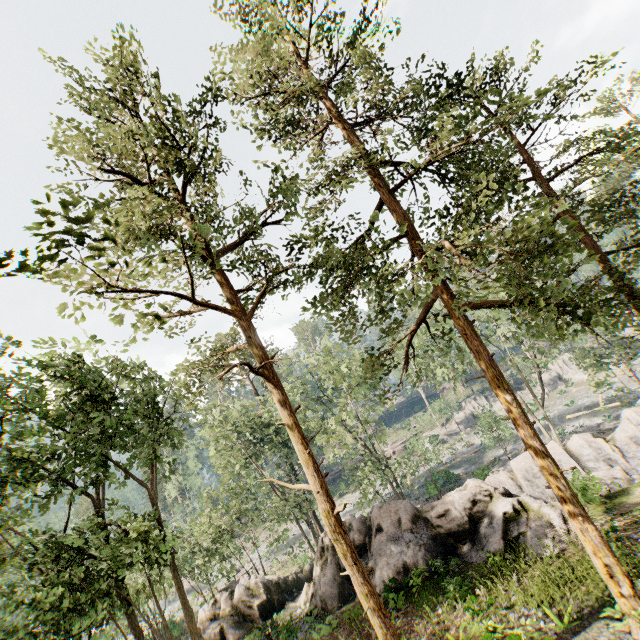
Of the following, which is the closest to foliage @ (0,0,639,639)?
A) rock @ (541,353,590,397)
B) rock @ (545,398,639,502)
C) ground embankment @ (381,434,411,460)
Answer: ground embankment @ (381,434,411,460)

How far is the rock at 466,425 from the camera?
53.3 meters

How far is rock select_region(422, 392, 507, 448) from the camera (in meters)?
53.28

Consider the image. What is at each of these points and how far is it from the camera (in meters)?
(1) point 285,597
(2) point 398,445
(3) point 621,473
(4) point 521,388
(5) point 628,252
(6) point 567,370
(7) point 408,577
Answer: (1) rock, 22.81
(2) ground embankment, 56.19
(3) rock, 19.39
(4) rock, 56.47
(5) foliage, 59.56
(6) rock, 53.50
(7) rock, 16.39

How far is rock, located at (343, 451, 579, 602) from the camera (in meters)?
16.31

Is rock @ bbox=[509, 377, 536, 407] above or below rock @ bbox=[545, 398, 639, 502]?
below

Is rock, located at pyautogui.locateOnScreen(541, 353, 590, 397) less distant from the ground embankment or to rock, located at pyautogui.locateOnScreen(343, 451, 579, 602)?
the ground embankment

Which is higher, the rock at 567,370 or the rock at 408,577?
the rock at 408,577
